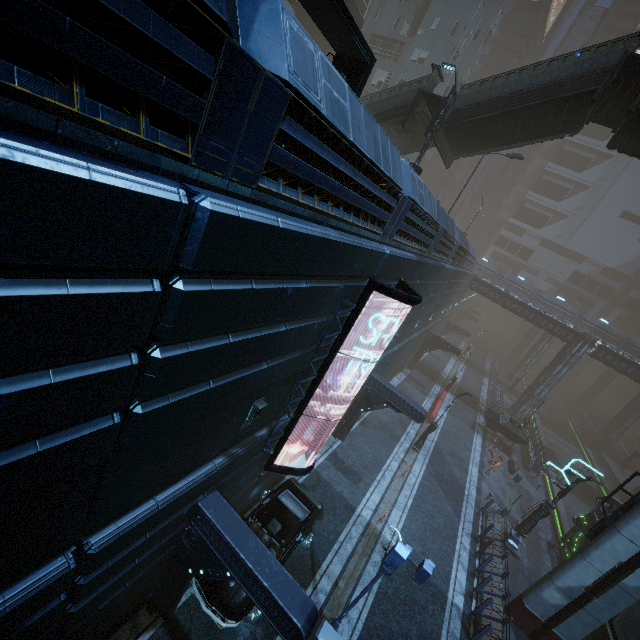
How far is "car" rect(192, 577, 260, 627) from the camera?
8.99m

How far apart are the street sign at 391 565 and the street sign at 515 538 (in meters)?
13.31

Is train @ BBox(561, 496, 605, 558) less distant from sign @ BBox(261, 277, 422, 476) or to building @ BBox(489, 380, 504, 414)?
building @ BBox(489, 380, 504, 414)

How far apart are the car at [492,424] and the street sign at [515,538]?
→ 10.9m

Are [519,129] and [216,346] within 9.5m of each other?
no

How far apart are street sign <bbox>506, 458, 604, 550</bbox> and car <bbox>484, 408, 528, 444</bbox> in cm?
1086

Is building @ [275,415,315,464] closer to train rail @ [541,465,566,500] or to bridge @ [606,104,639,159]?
train rail @ [541,465,566,500]
